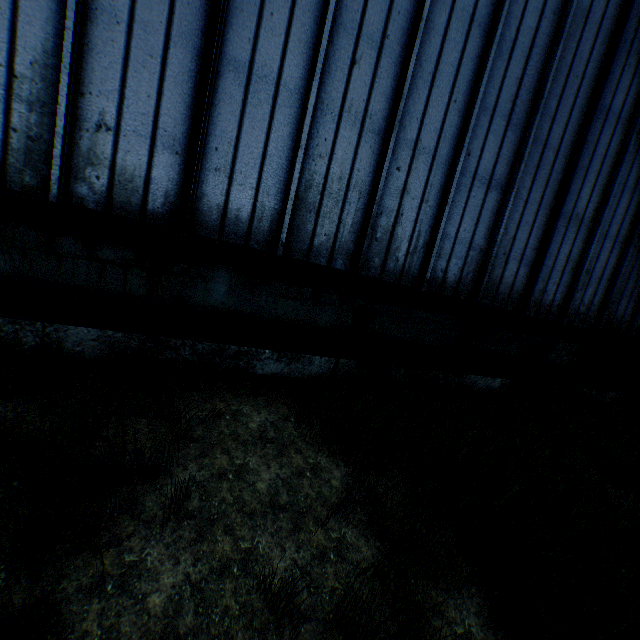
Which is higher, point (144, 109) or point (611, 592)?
point (144, 109)
